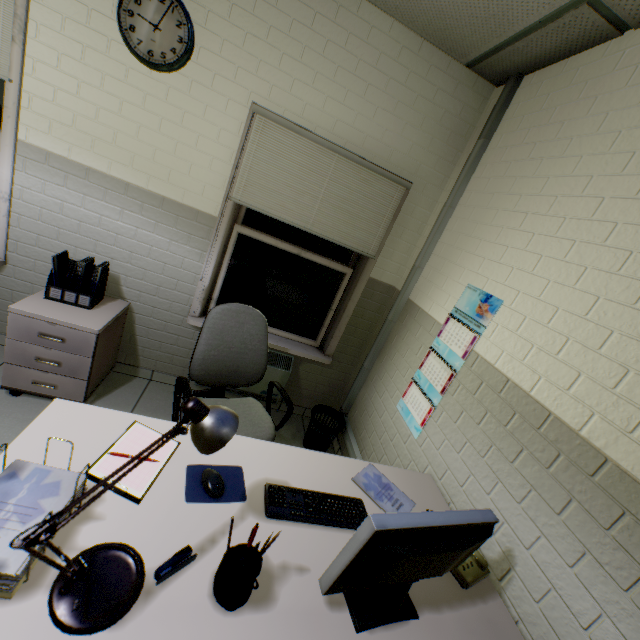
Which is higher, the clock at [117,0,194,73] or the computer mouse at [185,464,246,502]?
the clock at [117,0,194,73]

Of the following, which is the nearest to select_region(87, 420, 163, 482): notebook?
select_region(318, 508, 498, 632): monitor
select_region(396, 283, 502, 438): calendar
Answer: select_region(318, 508, 498, 632): monitor

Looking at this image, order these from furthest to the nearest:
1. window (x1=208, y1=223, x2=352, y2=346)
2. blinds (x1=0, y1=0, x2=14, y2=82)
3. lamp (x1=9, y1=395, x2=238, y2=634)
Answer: window (x1=208, y1=223, x2=352, y2=346) < blinds (x1=0, y1=0, x2=14, y2=82) < lamp (x1=9, y1=395, x2=238, y2=634)

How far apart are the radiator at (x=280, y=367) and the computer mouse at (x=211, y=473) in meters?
1.6

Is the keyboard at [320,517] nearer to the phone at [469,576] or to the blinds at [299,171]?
the phone at [469,576]

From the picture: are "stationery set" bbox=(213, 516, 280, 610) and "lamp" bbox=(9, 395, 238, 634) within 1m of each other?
yes

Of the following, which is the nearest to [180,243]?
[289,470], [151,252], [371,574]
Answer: [151,252]

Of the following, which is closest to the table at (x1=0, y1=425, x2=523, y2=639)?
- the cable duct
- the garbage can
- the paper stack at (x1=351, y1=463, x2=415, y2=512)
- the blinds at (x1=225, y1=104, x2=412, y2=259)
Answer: the paper stack at (x1=351, y1=463, x2=415, y2=512)
